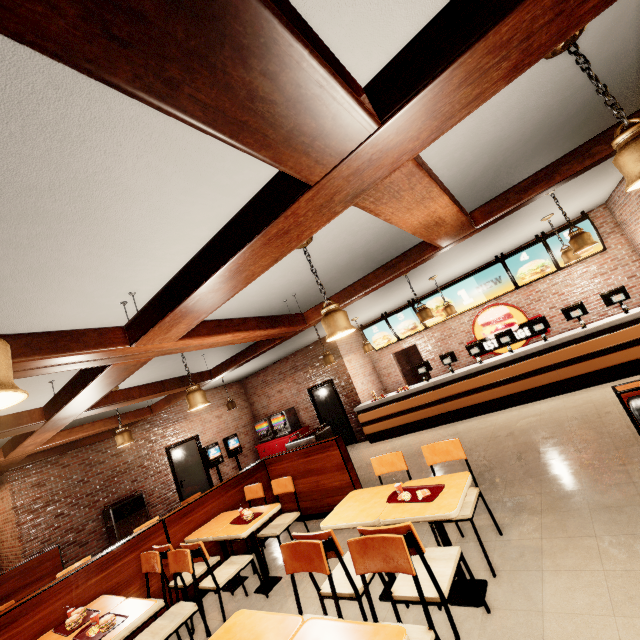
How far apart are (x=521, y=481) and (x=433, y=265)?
4.30m
